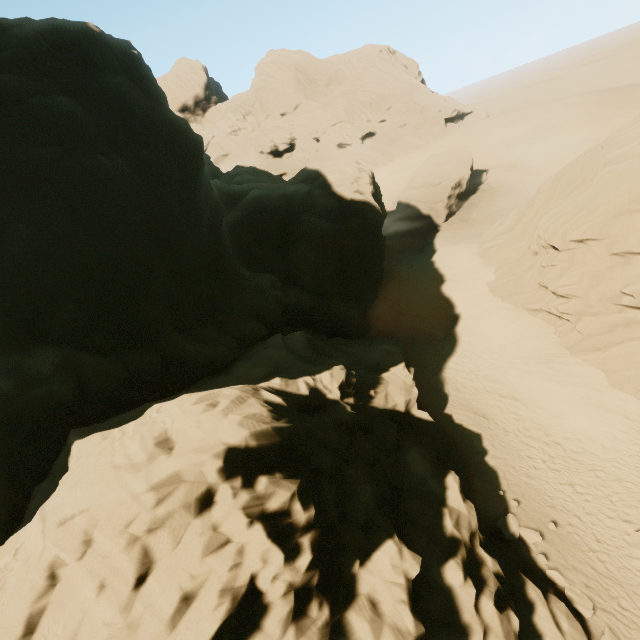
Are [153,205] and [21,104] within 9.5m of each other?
yes

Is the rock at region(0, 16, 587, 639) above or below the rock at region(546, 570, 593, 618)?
above

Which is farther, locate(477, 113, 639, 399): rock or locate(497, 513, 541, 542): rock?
locate(477, 113, 639, 399): rock

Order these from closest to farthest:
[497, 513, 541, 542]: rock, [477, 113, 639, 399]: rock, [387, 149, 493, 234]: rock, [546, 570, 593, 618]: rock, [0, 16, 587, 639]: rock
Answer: [0, 16, 587, 639]: rock < [546, 570, 593, 618]: rock < [497, 513, 541, 542]: rock < [477, 113, 639, 399]: rock < [387, 149, 493, 234]: rock

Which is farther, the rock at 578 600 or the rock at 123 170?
the rock at 578 600

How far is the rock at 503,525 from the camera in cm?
1274

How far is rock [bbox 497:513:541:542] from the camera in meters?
12.7 m
